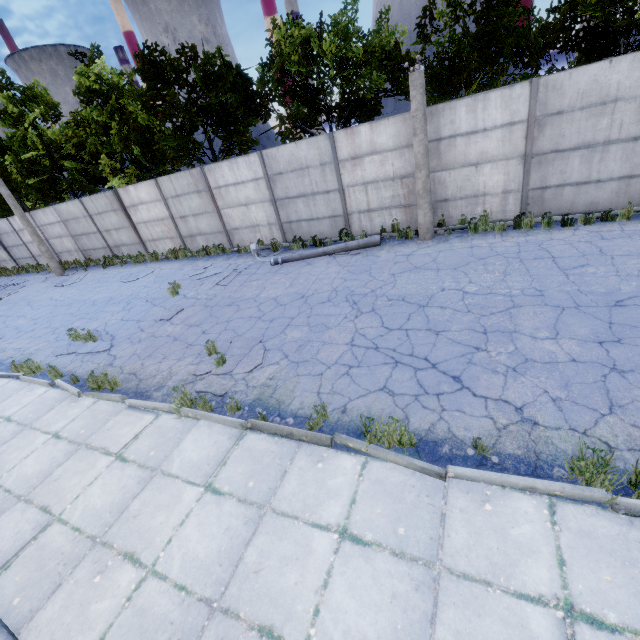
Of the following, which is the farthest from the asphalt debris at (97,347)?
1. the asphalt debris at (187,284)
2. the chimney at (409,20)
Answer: the chimney at (409,20)

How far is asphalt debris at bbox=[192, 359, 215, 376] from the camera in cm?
672

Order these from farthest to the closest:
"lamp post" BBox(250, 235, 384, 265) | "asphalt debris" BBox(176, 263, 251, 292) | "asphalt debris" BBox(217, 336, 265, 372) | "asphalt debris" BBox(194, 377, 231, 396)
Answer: "asphalt debris" BBox(176, 263, 251, 292) < "lamp post" BBox(250, 235, 384, 265) < "asphalt debris" BBox(217, 336, 265, 372) < "asphalt debris" BBox(194, 377, 231, 396)

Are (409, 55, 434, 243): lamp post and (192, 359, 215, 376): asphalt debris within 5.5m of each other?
no

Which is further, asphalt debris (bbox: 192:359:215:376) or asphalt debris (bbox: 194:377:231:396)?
asphalt debris (bbox: 192:359:215:376)

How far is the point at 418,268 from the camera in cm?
891

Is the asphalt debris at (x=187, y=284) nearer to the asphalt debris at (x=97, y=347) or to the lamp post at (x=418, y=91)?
the asphalt debris at (x=97, y=347)

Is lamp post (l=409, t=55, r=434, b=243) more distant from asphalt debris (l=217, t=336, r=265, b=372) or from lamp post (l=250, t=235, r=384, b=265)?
asphalt debris (l=217, t=336, r=265, b=372)
